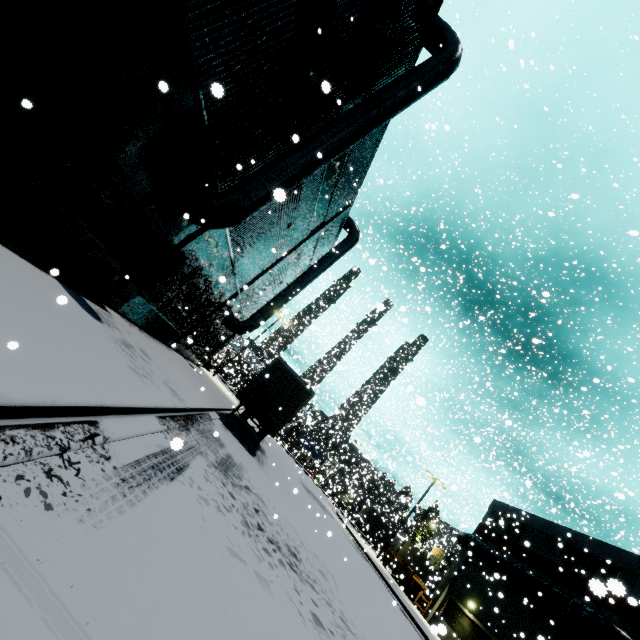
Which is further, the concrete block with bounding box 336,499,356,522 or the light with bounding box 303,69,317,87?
the concrete block with bounding box 336,499,356,522

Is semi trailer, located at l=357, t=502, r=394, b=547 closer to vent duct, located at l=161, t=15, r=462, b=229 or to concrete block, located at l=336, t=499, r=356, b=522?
concrete block, located at l=336, t=499, r=356, b=522

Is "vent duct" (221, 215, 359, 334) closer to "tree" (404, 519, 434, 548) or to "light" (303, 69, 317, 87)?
"light" (303, 69, 317, 87)

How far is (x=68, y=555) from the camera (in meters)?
2.32

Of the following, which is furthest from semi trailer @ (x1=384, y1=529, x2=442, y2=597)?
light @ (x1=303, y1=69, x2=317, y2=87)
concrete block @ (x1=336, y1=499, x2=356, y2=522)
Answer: light @ (x1=303, y1=69, x2=317, y2=87)

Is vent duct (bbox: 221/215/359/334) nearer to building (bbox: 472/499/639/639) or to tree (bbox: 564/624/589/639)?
building (bbox: 472/499/639/639)

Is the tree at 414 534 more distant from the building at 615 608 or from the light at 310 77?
the light at 310 77

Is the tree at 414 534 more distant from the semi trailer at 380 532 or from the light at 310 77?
the light at 310 77
